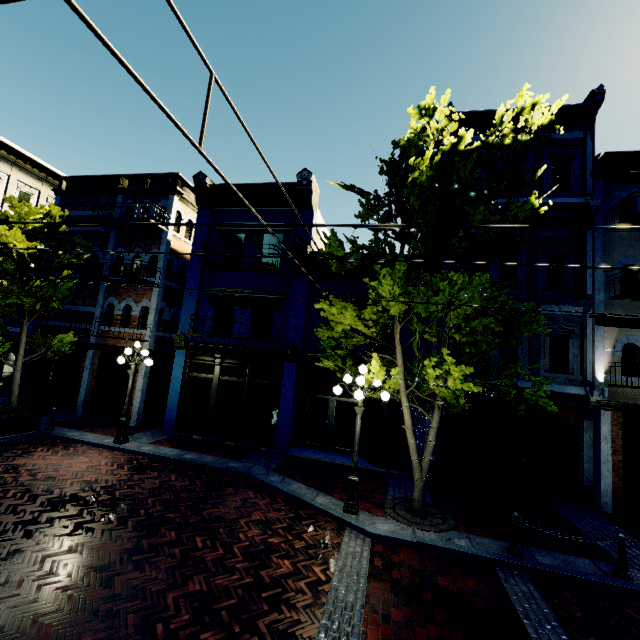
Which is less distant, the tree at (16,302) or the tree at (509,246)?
the tree at (509,246)

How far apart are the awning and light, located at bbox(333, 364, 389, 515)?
3.2m

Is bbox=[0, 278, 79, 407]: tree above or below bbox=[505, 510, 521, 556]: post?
above

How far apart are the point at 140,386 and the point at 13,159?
15.18m

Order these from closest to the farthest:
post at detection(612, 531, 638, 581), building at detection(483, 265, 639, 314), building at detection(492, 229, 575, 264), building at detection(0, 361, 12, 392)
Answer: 1. post at detection(612, 531, 638, 581)
2. building at detection(483, 265, 639, 314)
3. building at detection(492, 229, 575, 264)
4. building at detection(0, 361, 12, 392)

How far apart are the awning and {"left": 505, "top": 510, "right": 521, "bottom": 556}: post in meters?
3.1

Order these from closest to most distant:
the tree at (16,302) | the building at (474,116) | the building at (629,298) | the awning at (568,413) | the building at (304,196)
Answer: the awning at (568,413)
the tree at (16,302)
the building at (629,298)
the building at (474,116)
the building at (304,196)

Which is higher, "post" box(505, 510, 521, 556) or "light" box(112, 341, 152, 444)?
A: "light" box(112, 341, 152, 444)
